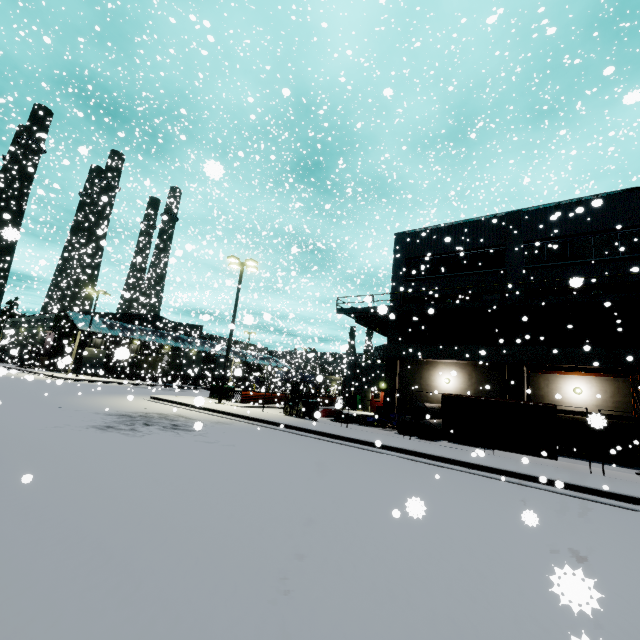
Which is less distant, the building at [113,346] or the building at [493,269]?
the building at [493,269]

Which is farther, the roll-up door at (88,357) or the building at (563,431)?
the roll-up door at (88,357)

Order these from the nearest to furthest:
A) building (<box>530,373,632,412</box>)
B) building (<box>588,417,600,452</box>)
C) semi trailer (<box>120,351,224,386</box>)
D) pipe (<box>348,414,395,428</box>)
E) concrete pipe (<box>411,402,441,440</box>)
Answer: building (<box>588,417,600,452</box>) < concrete pipe (<box>411,402,441,440</box>) < building (<box>530,373,632,412</box>) < pipe (<box>348,414,395,428</box>) < semi trailer (<box>120,351,224,386</box>)

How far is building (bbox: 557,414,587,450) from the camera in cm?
1725

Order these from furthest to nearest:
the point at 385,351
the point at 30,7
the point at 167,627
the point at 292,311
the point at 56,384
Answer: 1. the point at 292,311
2. the point at 30,7
3. the point at 56,384
4. the point at 385,351
5. the point at 167,627

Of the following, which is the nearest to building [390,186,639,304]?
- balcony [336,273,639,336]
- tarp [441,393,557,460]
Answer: balcony [336,273,639,336]

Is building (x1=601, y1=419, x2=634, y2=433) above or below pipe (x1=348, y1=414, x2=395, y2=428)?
above

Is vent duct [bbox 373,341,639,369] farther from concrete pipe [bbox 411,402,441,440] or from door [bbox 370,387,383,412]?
concrete pipe [bbox 411,402,441,440]
